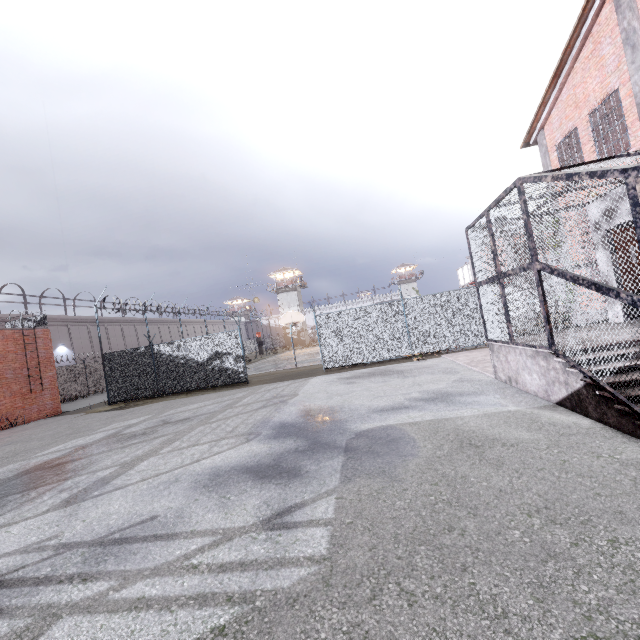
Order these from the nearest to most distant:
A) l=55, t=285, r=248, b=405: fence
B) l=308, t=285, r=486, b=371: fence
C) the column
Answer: the column, l=308, t=285, r=486, b=371: fence, l=55, t=285, r=248, b=405: fence

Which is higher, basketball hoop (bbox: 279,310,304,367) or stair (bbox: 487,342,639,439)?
basketball hoop (bbox: 279,310,304,367)

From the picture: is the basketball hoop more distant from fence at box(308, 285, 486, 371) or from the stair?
the stair

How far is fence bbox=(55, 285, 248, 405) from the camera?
16.6m

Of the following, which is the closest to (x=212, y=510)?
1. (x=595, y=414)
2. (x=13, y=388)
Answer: (x=595, y=414)

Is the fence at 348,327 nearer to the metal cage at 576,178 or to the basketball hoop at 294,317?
the basketball hoop at 294,317

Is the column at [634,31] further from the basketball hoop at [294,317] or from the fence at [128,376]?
the basketball hoop at [294,317]
